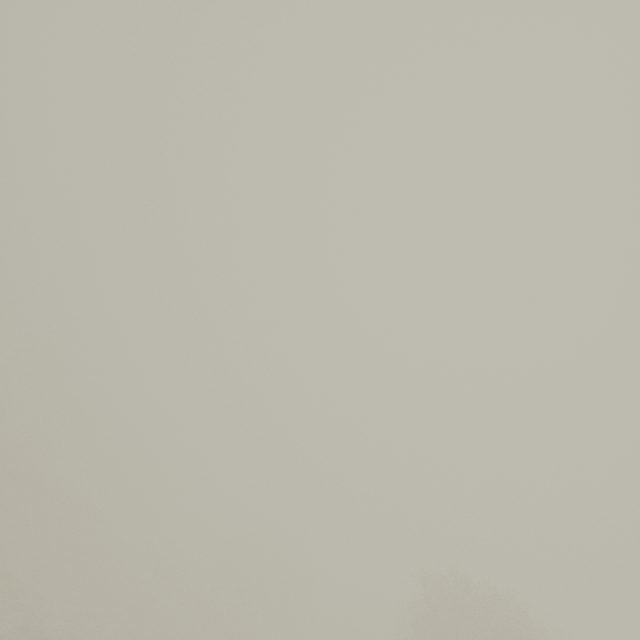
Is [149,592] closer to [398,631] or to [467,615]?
[398,631]
